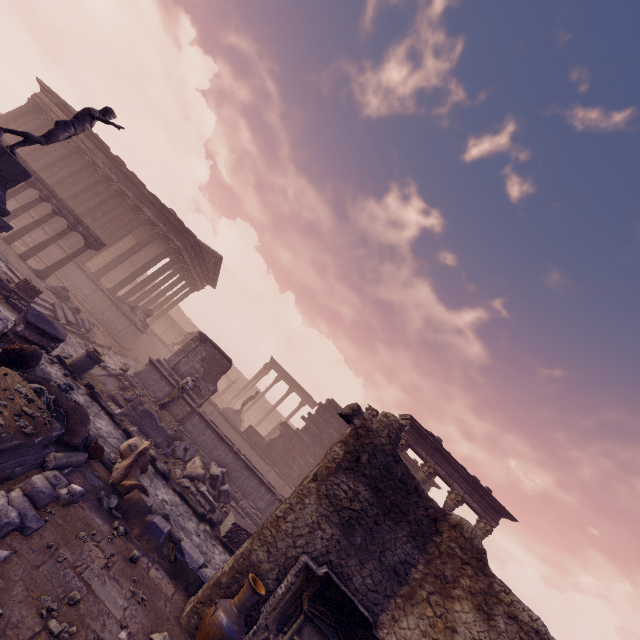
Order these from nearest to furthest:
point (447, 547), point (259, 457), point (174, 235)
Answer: point (447, 547), point (259, 457), point (174, 235)

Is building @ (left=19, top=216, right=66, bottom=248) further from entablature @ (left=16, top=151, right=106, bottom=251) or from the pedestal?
the pedestal

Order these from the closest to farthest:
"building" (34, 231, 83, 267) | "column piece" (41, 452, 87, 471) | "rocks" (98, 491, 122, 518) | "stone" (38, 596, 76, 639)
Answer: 1. "stone" (38, 596, 76, 639)
2. "column piece" (41, 452, 87, 471)
3. "rocks" (98, 491, 122, 518)
4. "building" (34, 231, 83, 267)

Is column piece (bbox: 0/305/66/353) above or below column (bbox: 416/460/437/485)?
below

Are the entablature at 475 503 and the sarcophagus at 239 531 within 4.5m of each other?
no

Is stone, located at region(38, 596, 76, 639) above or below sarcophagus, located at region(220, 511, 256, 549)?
below

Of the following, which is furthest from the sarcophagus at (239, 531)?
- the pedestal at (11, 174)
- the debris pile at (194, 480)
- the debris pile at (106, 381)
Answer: the pedestal at (11, 174)

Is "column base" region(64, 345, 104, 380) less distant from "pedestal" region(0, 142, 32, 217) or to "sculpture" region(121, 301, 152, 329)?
"pedestal" region(0, 142, 32, 217)
